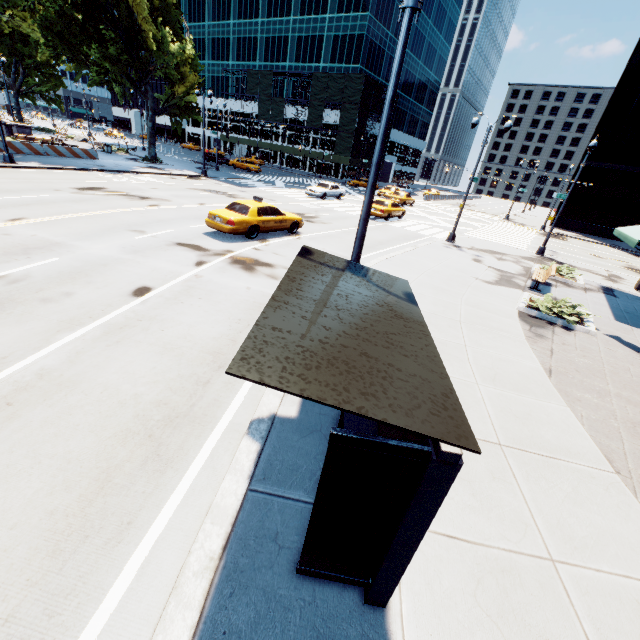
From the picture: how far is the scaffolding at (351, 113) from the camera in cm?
5156

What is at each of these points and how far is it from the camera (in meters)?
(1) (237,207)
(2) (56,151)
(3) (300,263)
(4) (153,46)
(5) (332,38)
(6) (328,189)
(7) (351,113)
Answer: (1) vehicle, 14.44
(2) concrete barrier, 27.17
(3) bus stop, 4.20
(4) tree, 27.12
(5) building, 54.62
(6) vehicle, 31.64
(7) scaffolding, 52.56

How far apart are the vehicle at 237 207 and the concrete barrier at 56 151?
23.06m

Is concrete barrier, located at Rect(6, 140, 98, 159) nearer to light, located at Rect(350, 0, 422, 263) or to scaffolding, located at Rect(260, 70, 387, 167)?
→ light, located at Rect(350, 0, 422, 263)

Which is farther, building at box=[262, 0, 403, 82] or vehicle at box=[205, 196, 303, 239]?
building at box=[262, 0, 403, 82]

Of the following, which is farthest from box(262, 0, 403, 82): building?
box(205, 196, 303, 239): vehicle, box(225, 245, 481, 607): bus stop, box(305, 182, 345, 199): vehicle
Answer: box(225, 245, 481, 607): bus stop

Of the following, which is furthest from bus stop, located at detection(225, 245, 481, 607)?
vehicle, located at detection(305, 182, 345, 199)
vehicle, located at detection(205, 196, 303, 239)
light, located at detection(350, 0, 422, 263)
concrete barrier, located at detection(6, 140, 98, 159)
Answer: concrete barrier, located at detection(6, 140, 98, 159)

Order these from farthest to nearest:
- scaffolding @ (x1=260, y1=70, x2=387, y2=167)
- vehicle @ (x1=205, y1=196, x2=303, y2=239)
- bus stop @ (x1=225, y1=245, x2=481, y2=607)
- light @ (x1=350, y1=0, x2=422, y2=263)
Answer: scaffolding @ (x1=260, y1=70, x2=387, y2=167)
vehicle @ (x1=205, y1=196, x2=303, y2=239)
light @ (x1=350, y1=0, x2=422, y2=263)
bus stop @ (x1=225, y1=245, x2=481, y2=607)
